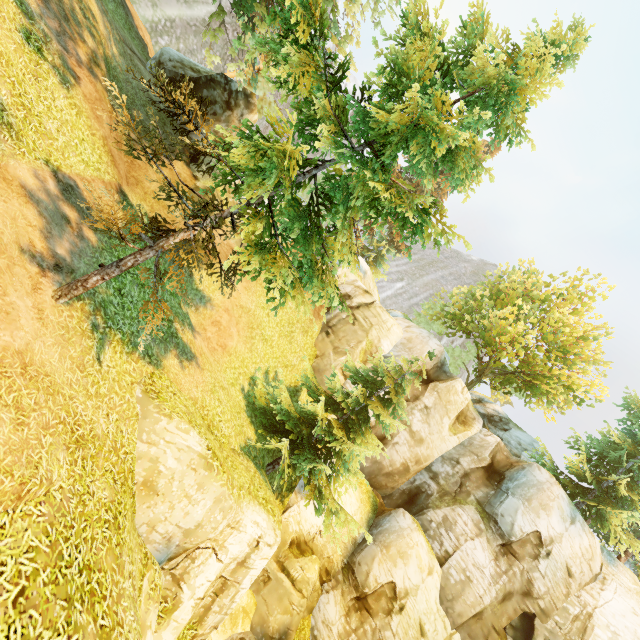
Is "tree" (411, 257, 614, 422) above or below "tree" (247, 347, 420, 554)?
above

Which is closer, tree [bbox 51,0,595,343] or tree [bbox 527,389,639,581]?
tree [bbox 51,0,595,343]

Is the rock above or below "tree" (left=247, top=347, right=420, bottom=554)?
above

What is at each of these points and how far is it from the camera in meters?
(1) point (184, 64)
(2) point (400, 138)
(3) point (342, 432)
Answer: (1) rock, 17.6 m
(2) tree, 6.8 m
(3) tree, 14.5 m

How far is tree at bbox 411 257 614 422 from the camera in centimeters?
2238cm

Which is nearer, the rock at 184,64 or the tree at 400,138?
the tree at 400,138

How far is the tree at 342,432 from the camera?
13.4m
